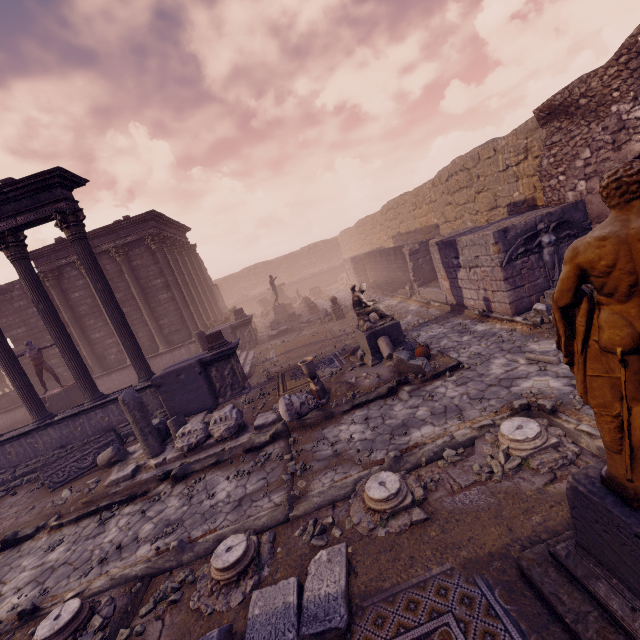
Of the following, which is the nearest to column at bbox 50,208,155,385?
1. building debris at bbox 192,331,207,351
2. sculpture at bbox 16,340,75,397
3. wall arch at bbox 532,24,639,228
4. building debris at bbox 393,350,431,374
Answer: building debris at bbox 192,331,207,351

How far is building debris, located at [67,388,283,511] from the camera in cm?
746

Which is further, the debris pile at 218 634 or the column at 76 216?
the column at 76 216

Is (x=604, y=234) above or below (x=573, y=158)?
below

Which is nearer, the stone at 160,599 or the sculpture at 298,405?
the stone at 160,599

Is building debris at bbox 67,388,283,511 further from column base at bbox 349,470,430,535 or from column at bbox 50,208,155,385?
column base at bbox 349,470,430,535

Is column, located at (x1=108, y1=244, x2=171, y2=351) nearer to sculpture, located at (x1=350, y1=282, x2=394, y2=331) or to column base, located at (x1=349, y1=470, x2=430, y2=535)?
sculpture, located at (x1=350, y1=282, x2=394, y2=331)

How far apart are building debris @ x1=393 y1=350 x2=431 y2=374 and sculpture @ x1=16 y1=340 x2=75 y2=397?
12.9 meters
